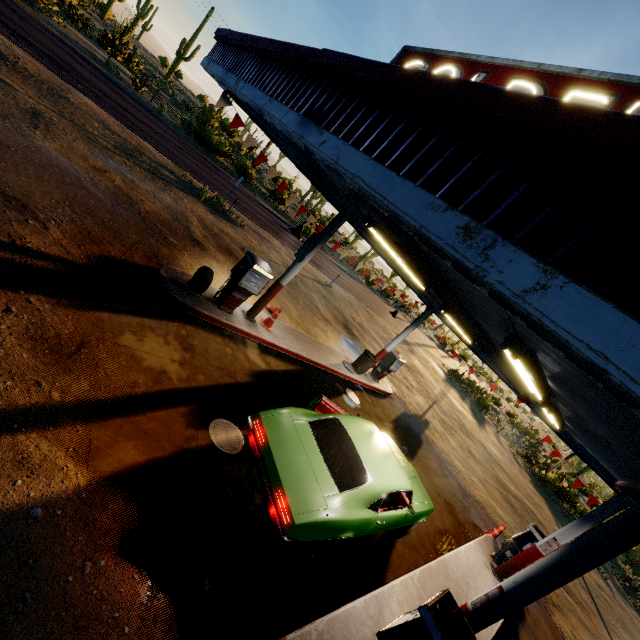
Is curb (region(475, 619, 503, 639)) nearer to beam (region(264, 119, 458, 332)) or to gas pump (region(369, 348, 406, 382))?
gas pump (region(369, 348, 406, 382))

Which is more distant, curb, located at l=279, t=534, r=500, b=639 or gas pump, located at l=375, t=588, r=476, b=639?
curb, located at l=279, t=534, r=500, b=639

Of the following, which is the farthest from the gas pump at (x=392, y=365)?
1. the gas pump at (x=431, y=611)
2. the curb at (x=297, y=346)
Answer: the gas pump at (x=431, y=611)

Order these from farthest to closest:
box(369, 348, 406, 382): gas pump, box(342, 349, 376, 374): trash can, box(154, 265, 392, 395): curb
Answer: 1. box(369, 348, 406, 382): gas pump
2. box(342, 349, 376, 374): trash can
3. box(154, 265, 392, 395): curb

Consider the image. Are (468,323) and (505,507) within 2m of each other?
no

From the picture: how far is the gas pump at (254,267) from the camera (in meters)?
7.70

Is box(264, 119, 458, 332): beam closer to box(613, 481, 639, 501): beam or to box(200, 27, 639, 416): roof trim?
box(200, 27, 639, 416): roof trim

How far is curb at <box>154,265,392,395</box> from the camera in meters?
7.2 m
